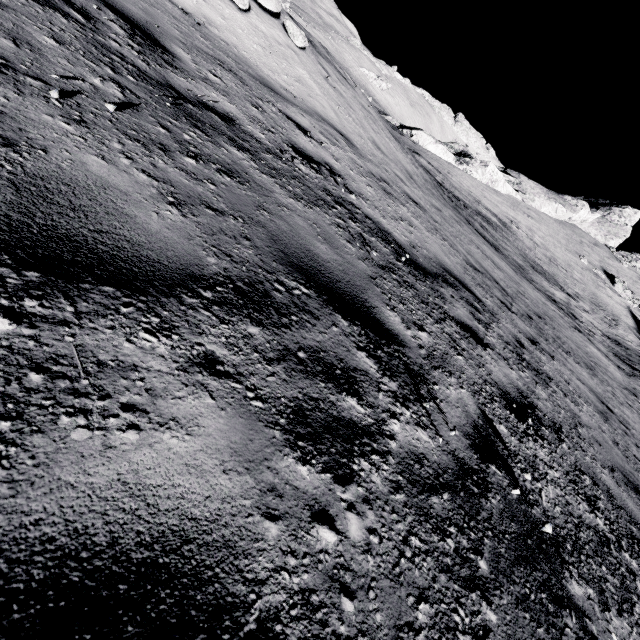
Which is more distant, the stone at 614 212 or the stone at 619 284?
the stone at 619 284

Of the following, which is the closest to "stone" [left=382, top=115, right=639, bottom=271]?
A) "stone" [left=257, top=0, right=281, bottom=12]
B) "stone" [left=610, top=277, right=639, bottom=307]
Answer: "stone" [left=610, top=277, right=639, bottom=307]

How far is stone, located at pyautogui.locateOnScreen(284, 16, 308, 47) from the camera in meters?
7.8

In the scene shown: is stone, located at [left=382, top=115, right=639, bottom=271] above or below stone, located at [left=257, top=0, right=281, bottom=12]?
above

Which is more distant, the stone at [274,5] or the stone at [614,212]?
the stone at [614,212]

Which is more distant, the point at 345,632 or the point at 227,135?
the point at 227,135

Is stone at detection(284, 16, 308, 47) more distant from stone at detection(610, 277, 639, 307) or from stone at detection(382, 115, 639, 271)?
stone at detection(610, 277, 639, 307)
